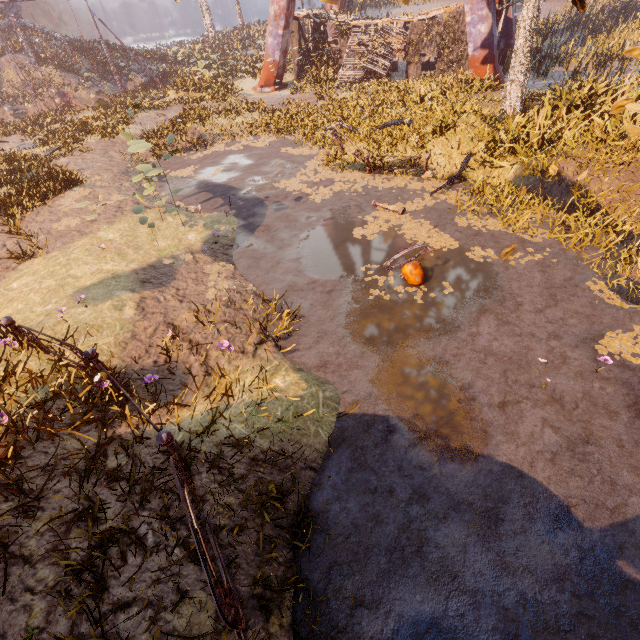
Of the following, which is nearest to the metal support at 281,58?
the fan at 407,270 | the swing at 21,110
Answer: the swing at 21,110

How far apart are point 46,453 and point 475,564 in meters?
5.4

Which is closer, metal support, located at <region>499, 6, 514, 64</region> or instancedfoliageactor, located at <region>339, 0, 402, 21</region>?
metal support, located at <region>499, 6, 514, 64</region>

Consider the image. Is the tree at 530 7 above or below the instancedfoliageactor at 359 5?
below

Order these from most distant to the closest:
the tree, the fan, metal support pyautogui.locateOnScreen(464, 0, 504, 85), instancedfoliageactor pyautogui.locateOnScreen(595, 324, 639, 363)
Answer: metal support pyautogui.locateOnScreen(464, 0, 504, 85)
the tree
the fan
instancedfoliageactor pyautogui.locateOnScreen(595, 324, 639, 363)

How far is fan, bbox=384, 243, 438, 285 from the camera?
6.9m

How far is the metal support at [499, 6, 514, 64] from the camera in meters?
21.4 m

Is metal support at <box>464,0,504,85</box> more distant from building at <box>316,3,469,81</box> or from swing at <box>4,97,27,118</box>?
swing at <box>4,97,27,118</box>
